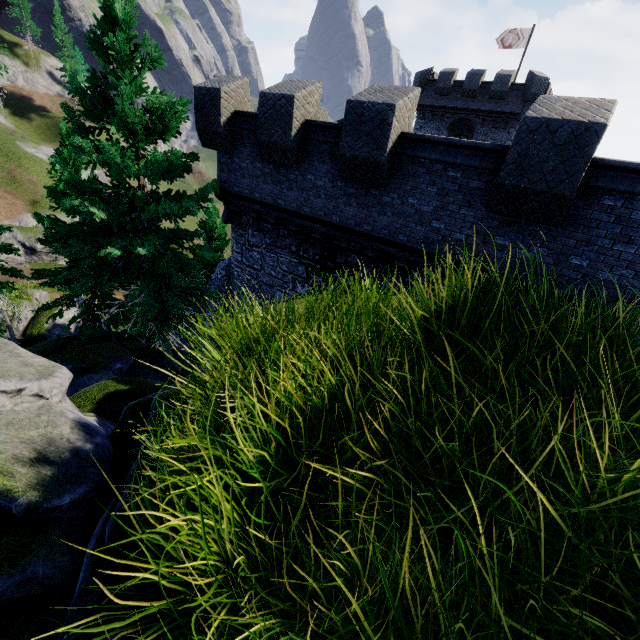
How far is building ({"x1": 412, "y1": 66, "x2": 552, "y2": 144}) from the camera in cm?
2787

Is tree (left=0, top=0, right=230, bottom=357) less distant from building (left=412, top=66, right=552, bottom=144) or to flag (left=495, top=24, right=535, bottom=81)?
building (left=412, top=66, right=552, bottom=144)

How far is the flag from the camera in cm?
2816

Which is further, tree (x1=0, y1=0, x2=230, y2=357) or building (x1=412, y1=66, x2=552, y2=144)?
building (x1=412, y1=66, x2=552, y2=144)

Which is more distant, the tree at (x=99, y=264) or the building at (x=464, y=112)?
the building at (x=464, y=112)

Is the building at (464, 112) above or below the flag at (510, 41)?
below

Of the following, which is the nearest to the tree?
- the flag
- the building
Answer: the building

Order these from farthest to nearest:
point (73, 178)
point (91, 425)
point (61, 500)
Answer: point (73, 178)
point (91, 425)
point (61, 500)
